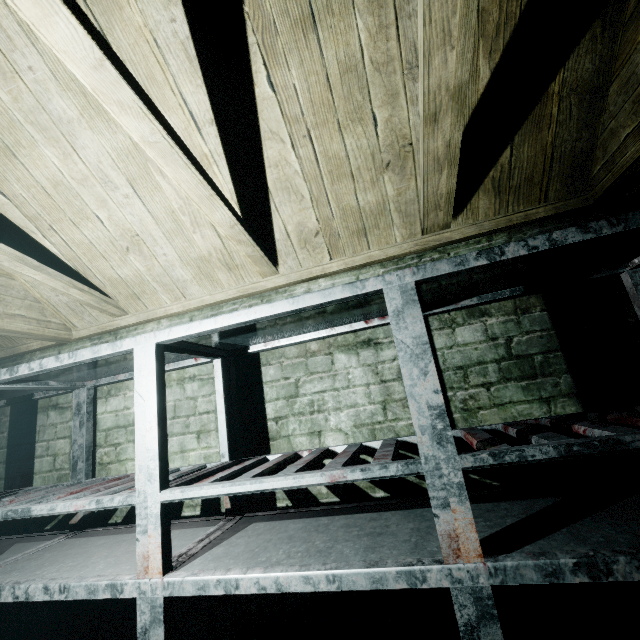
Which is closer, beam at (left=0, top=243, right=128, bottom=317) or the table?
the table

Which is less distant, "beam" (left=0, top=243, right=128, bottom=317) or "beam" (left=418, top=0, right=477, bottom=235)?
"beam" (left=418, top=0, right=477, bottom=235)

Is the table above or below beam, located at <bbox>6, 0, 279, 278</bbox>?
below

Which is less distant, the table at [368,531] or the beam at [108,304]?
the table at [368,531]

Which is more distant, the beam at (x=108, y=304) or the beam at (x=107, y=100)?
the beam at (x=108, y=304)

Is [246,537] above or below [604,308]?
below
